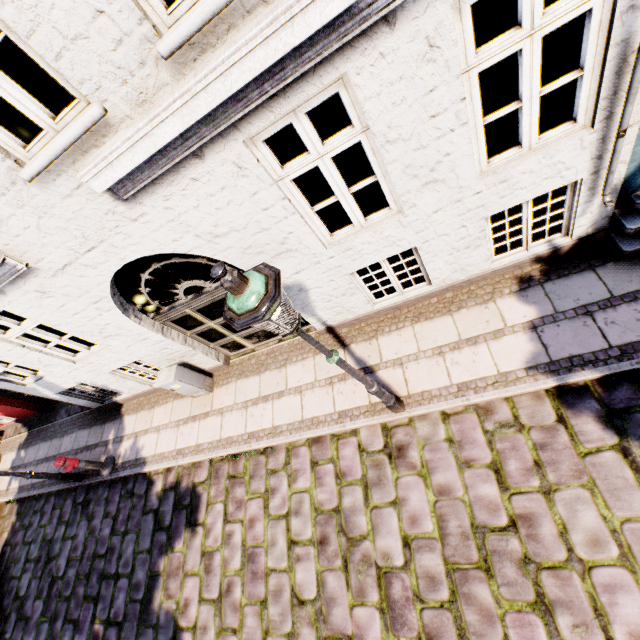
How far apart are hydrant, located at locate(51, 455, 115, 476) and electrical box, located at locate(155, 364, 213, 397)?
2.8m

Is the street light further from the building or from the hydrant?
the hydrant

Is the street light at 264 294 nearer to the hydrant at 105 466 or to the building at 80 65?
the building at 80 65

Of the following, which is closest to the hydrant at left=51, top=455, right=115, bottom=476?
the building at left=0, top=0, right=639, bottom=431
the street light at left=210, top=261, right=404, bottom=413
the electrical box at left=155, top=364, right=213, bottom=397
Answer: the building at left=0, top=0, right=639, bottom=431

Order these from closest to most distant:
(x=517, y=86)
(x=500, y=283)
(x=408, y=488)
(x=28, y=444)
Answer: (x=408, y=488) → (x=500, y=283) → (x=517, y=86) → (x=28, y=444)

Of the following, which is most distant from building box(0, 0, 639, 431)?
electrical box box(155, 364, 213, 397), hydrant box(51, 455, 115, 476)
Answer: hydrant box(51, 455, 115, 476)

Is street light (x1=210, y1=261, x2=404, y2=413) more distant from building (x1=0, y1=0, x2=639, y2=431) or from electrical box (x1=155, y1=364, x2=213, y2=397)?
electrical box (x1=155, y1=364, x2=213, y2=397)

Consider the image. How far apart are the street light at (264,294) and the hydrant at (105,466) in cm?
717
